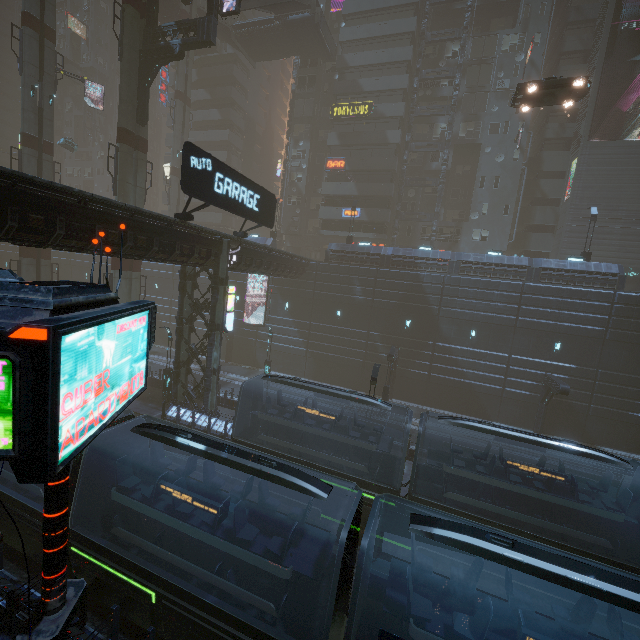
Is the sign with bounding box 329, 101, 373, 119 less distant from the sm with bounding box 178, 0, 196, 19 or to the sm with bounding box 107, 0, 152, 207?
the sm with bounding box 178, 0, 196, 19

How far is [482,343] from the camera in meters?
27.4 m

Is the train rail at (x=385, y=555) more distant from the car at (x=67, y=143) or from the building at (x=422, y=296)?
the car at (x=67, y=143)

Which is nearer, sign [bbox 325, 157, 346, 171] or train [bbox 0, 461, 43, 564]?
train [bbox 0, 461, 43, 564]

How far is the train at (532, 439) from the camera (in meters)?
11.34

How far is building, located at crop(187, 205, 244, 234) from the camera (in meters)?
49.19

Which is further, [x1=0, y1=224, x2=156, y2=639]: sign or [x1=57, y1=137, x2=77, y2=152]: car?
[x1=57, y1=137, x2=77, y2=152]: car

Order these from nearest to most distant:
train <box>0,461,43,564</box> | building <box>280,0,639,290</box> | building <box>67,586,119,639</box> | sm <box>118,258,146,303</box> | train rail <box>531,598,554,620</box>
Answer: building <box>67,586,119,639</box>, train <box>0,461,43,564</box>, train rail <box>531,598,554,620</box>, sm <box>118,258,146,303</box>, building <box>280,0,639,290</box>
